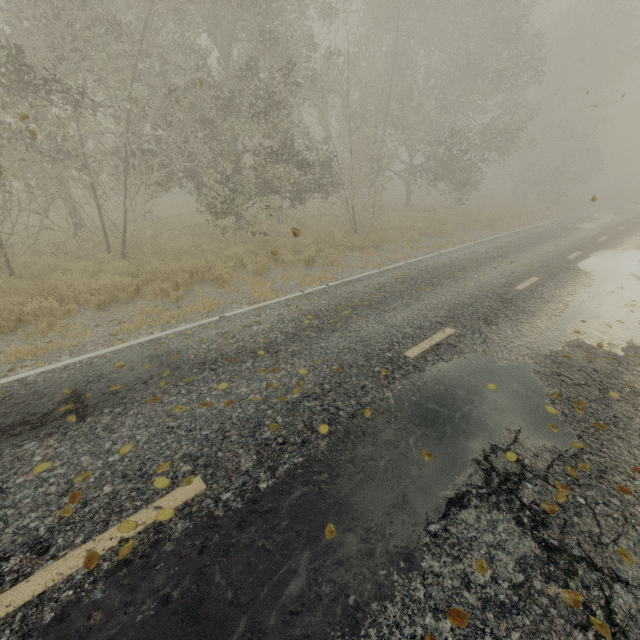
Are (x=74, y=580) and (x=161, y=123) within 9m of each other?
no
